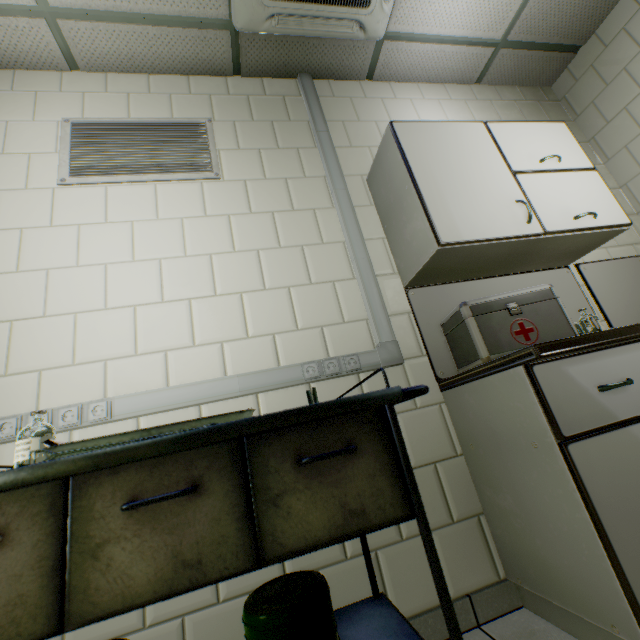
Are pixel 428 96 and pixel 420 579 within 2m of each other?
no

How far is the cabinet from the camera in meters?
1.6 m

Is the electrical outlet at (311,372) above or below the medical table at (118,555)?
above

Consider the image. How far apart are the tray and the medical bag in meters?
1.0

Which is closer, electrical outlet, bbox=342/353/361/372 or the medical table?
the medical table

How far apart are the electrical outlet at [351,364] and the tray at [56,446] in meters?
0.5

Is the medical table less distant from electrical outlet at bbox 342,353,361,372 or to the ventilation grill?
electrical outlet at bbox 342,353,361,372

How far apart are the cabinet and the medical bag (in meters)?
0.25
